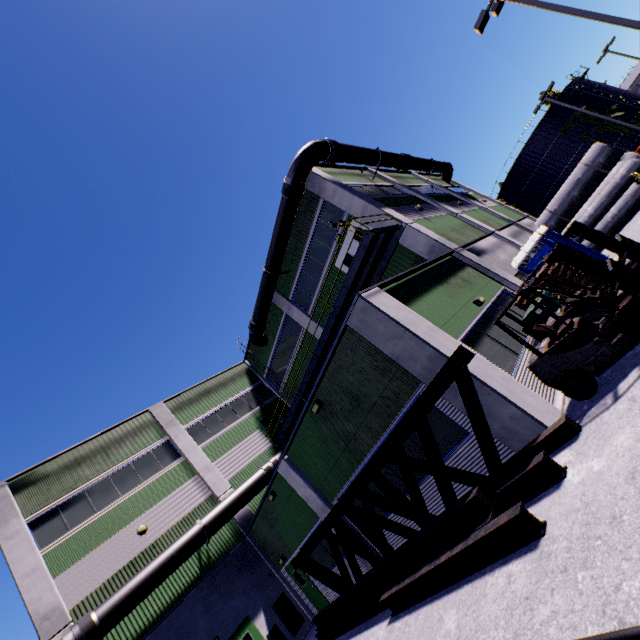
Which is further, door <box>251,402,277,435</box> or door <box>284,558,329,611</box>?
door <box>251,402,277,435</box>

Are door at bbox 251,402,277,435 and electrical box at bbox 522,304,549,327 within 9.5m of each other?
no

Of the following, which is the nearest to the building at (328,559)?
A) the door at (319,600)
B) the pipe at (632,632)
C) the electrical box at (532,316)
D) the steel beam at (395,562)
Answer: the door at (319,600)

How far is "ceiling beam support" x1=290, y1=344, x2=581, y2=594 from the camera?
6.6 meters

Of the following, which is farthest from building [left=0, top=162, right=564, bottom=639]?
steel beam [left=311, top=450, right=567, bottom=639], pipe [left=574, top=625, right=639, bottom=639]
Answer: pipe [left=574, top=625, right=639, bottom=639]

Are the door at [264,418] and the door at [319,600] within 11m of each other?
yes

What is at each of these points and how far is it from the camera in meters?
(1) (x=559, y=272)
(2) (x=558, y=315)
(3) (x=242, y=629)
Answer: (1) pallet, 10.1
(2) forklift, 7.8
(3) door, 14.5

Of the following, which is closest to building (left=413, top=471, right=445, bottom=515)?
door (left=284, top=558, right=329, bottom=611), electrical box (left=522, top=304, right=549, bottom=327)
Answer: door (left=284, top=558, right=329, bottom=611)
